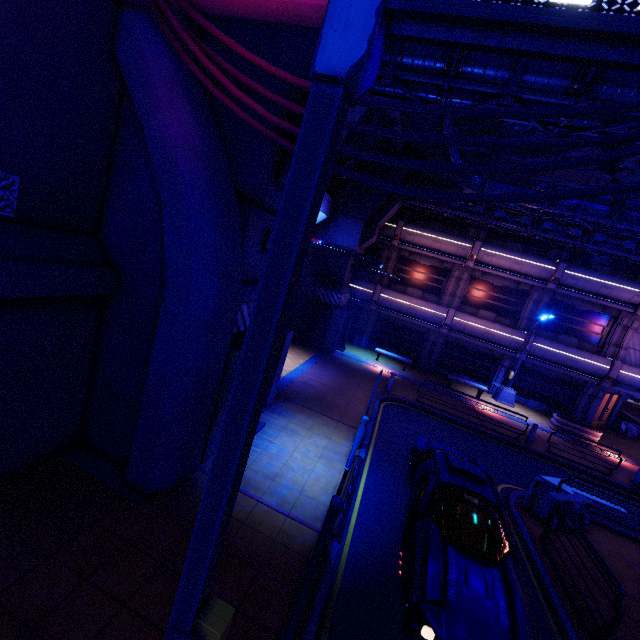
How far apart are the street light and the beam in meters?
20.6 m

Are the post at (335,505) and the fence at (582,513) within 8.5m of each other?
yes

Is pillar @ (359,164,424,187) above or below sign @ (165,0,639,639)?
above

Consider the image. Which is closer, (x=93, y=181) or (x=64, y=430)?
(x=93, y=181)

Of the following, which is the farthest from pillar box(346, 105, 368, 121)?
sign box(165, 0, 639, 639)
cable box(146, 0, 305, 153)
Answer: sign box(165, 0, 639, 639)

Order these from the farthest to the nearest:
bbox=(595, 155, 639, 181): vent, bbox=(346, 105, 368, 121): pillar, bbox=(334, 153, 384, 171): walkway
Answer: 1. bbox=(334, 153, 384, 171): walkway
2. bbox=(595, 155, 639, 181): vent
3. bbox=(346, 105, 368, 121): pillar

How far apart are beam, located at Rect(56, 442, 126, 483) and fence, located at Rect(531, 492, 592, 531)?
10.9m

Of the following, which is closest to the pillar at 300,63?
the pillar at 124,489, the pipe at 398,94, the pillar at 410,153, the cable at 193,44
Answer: the pipe at 398,94
